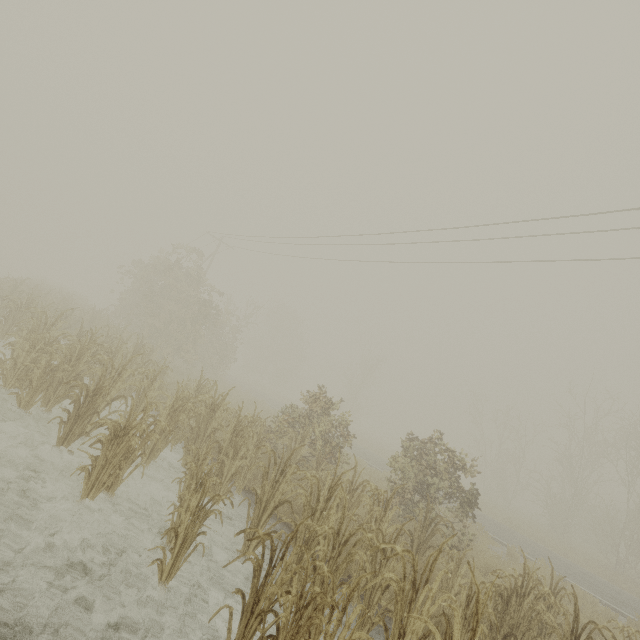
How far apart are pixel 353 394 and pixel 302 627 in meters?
43.2
